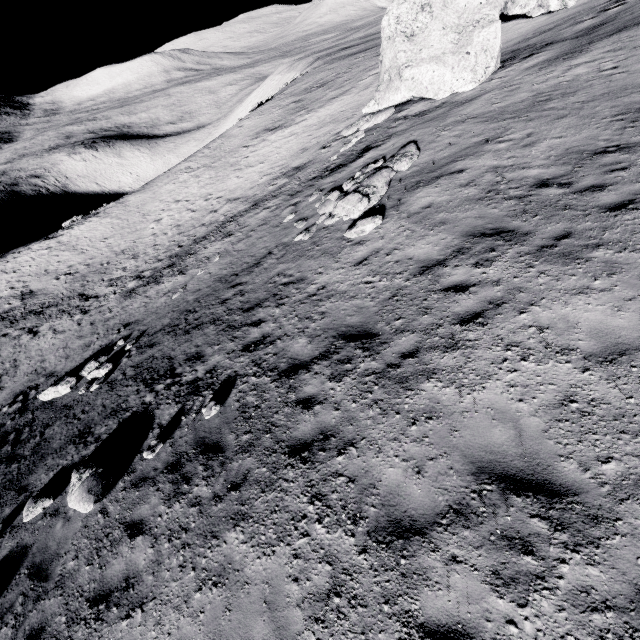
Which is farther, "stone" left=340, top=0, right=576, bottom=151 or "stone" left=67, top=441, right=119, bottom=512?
"stone" left=340, top=0, right=576, bottom=151

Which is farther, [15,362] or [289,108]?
[289,108]

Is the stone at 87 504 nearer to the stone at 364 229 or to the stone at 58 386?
the stone at 58 386

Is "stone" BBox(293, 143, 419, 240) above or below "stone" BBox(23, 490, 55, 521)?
above

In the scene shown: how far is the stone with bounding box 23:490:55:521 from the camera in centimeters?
807cm

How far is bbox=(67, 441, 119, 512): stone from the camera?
7.2 meters

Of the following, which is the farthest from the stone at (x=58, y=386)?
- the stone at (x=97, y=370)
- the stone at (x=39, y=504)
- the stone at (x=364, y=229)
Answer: the stone at (x=364, y=229)

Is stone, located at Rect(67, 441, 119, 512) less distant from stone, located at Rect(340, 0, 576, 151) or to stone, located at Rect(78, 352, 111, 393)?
stone, located at Rect(78, 352, 111, 393)
